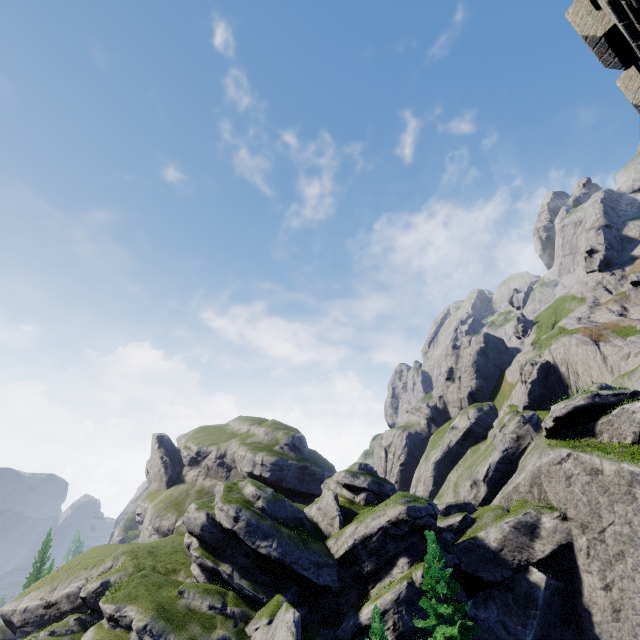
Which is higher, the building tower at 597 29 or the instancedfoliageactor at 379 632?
the building tower at 597 29

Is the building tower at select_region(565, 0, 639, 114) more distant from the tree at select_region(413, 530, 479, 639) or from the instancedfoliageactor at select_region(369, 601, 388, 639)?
the tree at select_region(413, 530, 479, 639)

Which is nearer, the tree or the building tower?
the building tower

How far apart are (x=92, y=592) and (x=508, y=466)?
54.7 meters

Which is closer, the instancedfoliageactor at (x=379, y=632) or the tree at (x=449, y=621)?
the instancedfoliageactor at (x=379, y=632)

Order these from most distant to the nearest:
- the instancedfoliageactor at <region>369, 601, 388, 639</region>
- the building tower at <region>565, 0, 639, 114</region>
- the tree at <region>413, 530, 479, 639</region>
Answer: the tree at <region>413, 530, 479, 639</region> → the instancedfoliageactor at <region>369, 601, 388, 639</region> → the building tower at <region>565, 0, 639, 114</region>
